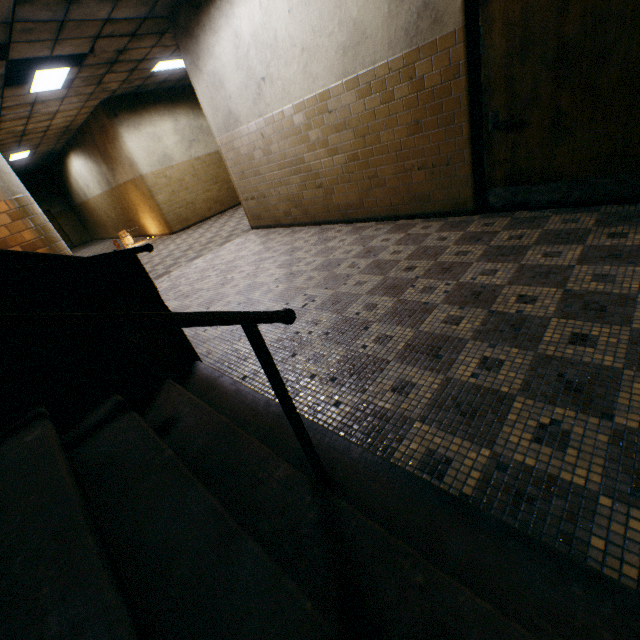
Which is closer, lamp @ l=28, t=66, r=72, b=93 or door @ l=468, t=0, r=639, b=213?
door @ l=468, t=0, r=639, b=213

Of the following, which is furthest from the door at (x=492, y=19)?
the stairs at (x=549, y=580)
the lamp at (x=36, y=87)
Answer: the lamp at (x=36, y=87)

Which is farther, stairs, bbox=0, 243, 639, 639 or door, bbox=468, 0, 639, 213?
door, bbox=468, 0, 639, 213

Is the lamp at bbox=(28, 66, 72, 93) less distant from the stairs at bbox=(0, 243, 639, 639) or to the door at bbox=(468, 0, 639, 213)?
the stairs at bbox=(0, 243, 639, 639)

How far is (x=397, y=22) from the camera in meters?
3.6

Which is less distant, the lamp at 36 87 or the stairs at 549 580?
the stairs at 549 580
